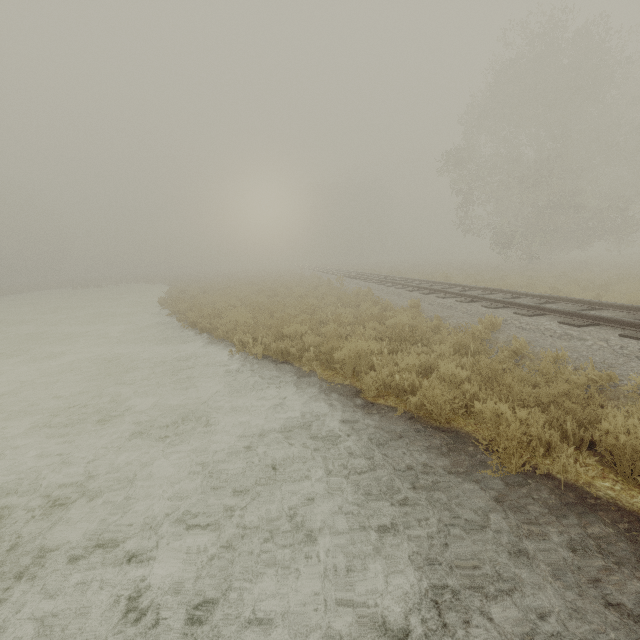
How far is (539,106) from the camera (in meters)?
22.20
